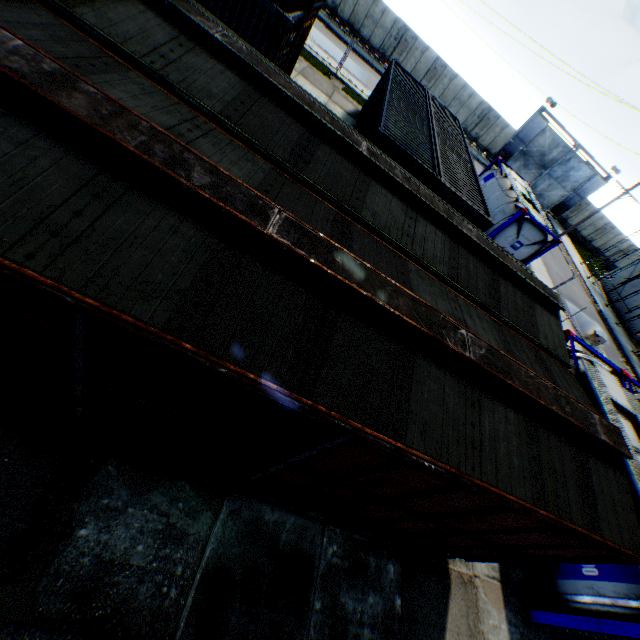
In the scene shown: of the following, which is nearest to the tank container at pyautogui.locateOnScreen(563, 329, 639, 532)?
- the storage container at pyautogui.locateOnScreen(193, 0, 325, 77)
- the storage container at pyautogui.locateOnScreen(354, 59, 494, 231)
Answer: the storage container at pyautogui.locateOnScreen(354, 59, 494, 231)

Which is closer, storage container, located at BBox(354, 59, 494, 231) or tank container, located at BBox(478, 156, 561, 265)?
storage container, located at BBox(354, 59, 494, 231)

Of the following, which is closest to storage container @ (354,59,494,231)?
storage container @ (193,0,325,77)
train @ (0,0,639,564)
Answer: train @ (0,0,639,564)

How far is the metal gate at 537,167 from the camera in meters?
32.4 m

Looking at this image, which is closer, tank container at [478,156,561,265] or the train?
the train

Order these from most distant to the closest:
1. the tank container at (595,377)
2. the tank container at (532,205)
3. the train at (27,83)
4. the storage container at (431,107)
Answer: the tank container at (532,205) < the storage container at (431,107) < the tank container at (595,377) < the train at (27,83)

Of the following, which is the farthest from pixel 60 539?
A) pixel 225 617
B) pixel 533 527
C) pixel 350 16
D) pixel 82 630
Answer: pixel 350 16

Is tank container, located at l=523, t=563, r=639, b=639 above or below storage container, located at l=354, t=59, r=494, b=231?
below
